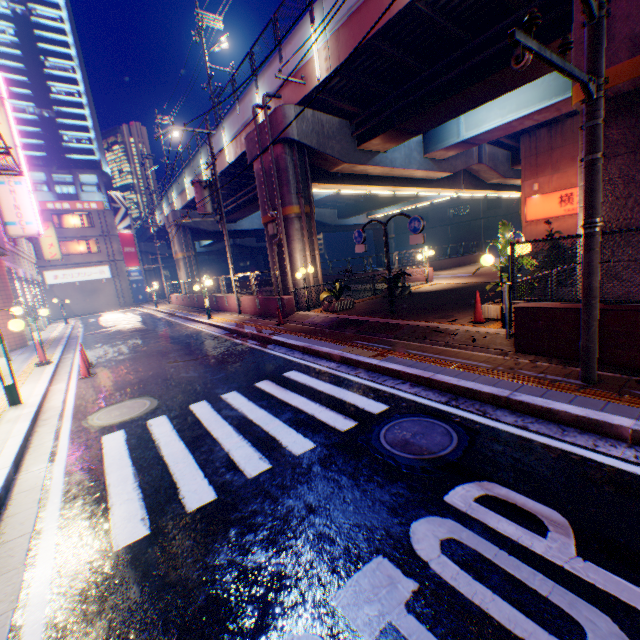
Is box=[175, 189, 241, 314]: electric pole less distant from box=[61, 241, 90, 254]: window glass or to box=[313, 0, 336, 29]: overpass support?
box=[313, 0, 336, 29]: overpass support

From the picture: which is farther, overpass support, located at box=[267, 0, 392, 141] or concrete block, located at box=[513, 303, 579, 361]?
overpass support, located at box=[267, 0, 392, 141]

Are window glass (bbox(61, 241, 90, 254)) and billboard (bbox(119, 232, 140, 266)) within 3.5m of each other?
yes

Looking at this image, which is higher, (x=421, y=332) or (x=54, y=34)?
(x=54, y=34)

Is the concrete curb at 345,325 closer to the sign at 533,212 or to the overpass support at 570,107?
the overpass support at 570,107

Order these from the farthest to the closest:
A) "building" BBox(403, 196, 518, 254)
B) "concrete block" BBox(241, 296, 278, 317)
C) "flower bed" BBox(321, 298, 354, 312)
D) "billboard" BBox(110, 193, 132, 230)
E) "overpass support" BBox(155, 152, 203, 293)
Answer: "building" BBox(403, 196, 518, 254), "billboard" BBox(110, 193, 132, 230), "overpass support" BBox(155, 152, 203, 293), "concrete block" BBox(241, 296, 278, 317), "flower bed" BBox(321, 298, 354, 312)

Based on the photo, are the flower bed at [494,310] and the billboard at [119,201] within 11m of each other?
no

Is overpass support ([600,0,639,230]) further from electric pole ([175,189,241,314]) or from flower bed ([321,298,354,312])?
flower bed ([321,298,354,312])
